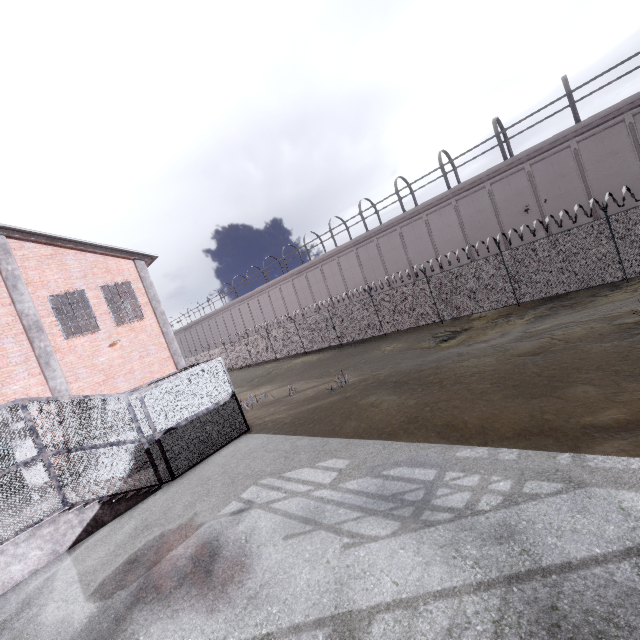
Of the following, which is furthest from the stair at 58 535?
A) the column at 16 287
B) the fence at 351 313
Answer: the fence at 351 313

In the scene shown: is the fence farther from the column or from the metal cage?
the column

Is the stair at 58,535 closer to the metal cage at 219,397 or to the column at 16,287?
the metal cage at 219,397

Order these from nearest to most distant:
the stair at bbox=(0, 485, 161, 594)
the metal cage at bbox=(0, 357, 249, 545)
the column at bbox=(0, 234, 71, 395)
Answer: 1. the stair at bbox=(0, 485, 161, 594)
2. the metal cage at bbox=(0, 357, 249, 545)
3. the column at bbox=(0, 234, 71, 395)

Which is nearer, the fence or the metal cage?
the metal cage

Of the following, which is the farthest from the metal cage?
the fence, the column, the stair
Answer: the fence

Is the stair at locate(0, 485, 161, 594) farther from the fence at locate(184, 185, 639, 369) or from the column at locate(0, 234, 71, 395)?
the fence at locate(184, 185, 639, 369)

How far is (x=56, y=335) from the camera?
13.67m
